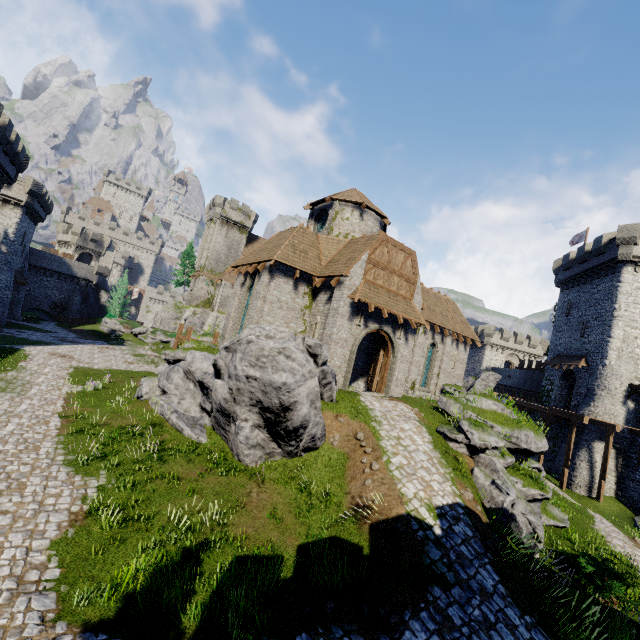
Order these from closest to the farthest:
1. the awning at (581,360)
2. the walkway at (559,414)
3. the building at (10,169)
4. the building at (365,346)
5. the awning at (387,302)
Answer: the awning at (387,302) < the building at (365,346) < the walkway at (559,414) < the building at (10,169) < the awning at (581,360)

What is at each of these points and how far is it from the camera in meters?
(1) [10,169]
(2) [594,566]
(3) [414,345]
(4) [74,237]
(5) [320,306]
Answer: (1) building, 27.9 m
(2) bush, 11.0 m
(3) building, 25.2 m
(4) building tower, 58.1 m
(5) building, 18.9 m

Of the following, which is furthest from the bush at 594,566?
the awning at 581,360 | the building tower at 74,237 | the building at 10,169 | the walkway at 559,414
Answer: the building tower at 74,237

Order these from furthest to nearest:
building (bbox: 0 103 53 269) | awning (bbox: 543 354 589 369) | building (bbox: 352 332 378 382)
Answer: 1. awning (bbox: 543 354 589 369)
2. building (bbox: 0 103 53 269)
3. building (bbox: 352 332 378 382)

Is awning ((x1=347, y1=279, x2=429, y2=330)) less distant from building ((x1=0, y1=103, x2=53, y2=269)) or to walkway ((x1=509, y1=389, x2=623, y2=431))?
walkway ((x1=509, y1=389, x2=623, y2=431))

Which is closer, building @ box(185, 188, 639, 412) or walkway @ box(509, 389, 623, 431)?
building @ box(185, 188, 639, 412)

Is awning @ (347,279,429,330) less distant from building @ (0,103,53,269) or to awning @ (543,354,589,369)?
awning @ (543,354,589,369)

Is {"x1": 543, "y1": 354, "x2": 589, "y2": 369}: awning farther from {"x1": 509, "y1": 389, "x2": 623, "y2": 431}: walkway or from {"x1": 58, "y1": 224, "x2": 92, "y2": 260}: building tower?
{"x1": 58, "y1": 224, "x2": 92, "y2": 260}: building tower
